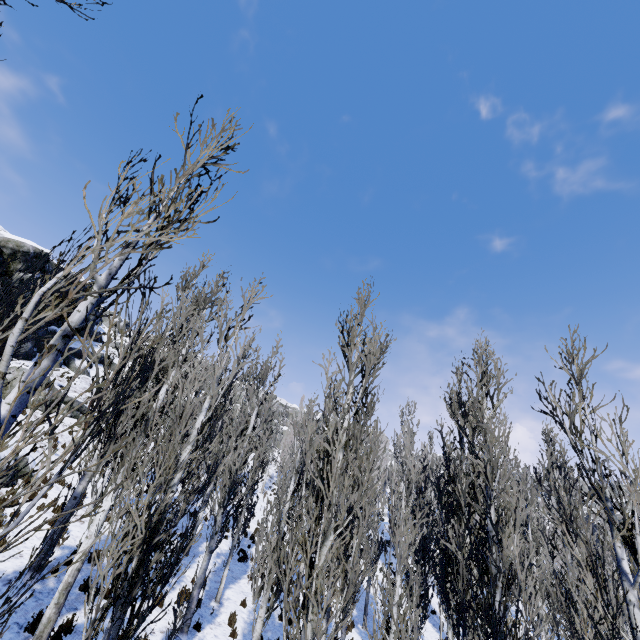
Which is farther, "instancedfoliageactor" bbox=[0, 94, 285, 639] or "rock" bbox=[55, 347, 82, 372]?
"rock" bbox=[55, 347, 82, 372]

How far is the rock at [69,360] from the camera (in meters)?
26.94

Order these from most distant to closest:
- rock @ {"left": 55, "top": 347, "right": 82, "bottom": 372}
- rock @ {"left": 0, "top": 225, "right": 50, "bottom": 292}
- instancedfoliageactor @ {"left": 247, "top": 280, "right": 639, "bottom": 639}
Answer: rock @ {"left": 55, "top": 347, "right": 82, "bottom": 372}
rock @ {"left": 0, "top": 225, "right": 50, "bottom": 292}
instancedfoliageactor @ {"left": 247, "top": 280, "right": 639, "bottom": 639}

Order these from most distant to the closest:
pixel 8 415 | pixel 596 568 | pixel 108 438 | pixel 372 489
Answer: pixel 108 438
pixel 372 489
pixel 596 568
pixel 8 415

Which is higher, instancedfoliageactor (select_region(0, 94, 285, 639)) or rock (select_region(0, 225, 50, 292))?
rock (select_region(0, 225, 50, 292))

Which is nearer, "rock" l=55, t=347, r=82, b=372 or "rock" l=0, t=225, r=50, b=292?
"rock" l=0, t=225, r=50, b=292

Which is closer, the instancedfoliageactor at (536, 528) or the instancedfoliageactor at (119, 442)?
the instancedfoliageactor at (119, 442)

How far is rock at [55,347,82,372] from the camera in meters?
26.9 m
